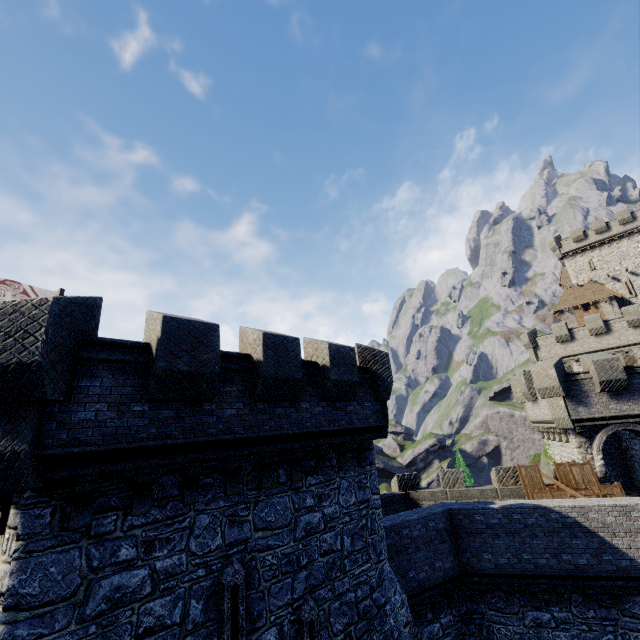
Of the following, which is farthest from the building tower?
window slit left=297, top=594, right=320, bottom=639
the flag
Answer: the flag

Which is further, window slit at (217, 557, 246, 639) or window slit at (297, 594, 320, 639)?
window slit at (297, 594, 320, 639)

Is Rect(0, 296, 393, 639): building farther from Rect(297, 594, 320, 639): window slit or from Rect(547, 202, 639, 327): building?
Rect(547, 202, 639, 327): building

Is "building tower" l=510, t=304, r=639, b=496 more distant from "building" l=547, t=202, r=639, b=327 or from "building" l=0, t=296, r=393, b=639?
"building" l=547, t=202, r=639, b=327

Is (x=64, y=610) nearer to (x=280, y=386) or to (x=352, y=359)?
→ (x=280, y=386)

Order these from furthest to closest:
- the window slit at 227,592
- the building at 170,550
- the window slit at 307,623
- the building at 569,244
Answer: the building at 569,244 → the window slit at 307,623 → the window slit at 227,592 → the building at 170,550

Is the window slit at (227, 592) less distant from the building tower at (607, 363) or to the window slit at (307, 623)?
the window slit at (307, 623)

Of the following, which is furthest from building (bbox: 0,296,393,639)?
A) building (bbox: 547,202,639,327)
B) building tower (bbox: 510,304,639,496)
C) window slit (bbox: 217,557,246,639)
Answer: building (bbox: 547,202,639,327)
